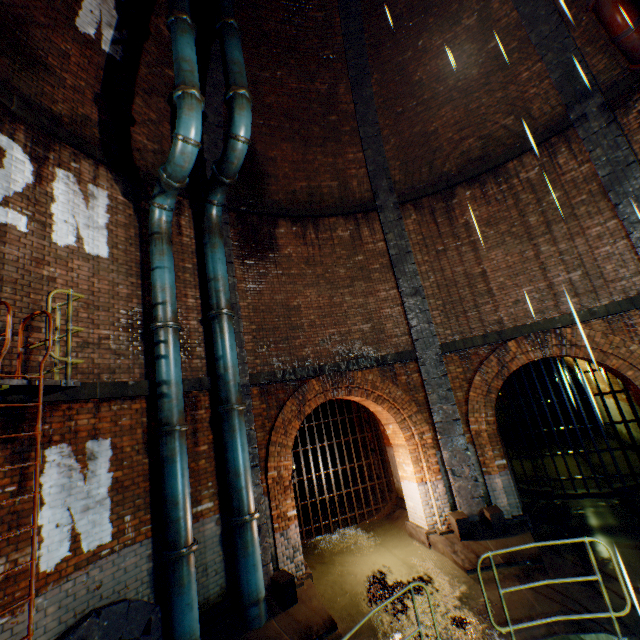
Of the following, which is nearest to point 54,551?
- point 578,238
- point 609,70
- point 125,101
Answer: point 125,101

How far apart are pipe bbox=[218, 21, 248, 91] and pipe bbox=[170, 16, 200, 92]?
0.6 meters

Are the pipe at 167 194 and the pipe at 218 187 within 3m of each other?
yes

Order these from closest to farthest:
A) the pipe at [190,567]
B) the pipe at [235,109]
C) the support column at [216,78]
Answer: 1. the pipe at [190,567]
2. the pipe at [235,109]
3. the support column at [216,78]

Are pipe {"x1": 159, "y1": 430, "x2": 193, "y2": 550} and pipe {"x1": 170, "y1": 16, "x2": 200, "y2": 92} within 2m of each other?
no

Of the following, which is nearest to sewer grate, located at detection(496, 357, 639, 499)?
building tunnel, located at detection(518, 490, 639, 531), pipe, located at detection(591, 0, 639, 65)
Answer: building tunnel, located at detection(518, 490, 639, 531)

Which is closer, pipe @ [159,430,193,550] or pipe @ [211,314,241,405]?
pipe @ [159,430,193,550]

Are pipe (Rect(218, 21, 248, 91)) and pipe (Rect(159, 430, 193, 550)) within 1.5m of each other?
no
